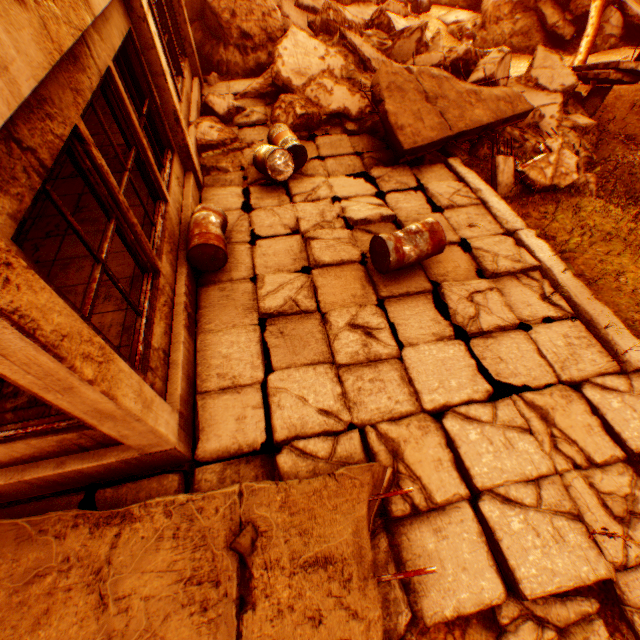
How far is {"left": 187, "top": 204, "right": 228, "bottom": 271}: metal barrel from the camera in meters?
4.4 m

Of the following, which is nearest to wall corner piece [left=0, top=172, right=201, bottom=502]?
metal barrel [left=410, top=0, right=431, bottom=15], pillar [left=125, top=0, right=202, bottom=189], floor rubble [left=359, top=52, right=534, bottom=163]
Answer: pillar [left=125, top=0, right=202, bottom=189]

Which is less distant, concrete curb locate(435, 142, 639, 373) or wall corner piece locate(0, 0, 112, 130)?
wall corner piece locate(0, 0, 112, 130)

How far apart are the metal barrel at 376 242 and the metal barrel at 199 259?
2.03m

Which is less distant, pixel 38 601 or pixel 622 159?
pixel 38 601

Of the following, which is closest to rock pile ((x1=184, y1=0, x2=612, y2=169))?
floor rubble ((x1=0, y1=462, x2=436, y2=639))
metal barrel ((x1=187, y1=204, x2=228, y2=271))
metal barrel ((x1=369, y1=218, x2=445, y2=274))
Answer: metal barrel ((x1=187, y1=204, x2=228, y2=271))

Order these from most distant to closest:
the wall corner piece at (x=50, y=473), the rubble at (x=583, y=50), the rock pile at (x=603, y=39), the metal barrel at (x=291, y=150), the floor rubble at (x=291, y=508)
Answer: Answer: the rock pile at (x=603, y=39) < the rubble at (x=583, y=50) < the metal barrel at (x=291, y=150) < the wall corner piece at (x=50, y=473) < the floor rubble at (x=291, y=508)

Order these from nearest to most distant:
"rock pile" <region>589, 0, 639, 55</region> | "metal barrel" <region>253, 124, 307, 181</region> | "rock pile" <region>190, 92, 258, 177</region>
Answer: "metal barrel" <region>253, 124, 307, 181</region> → "rock pile" <region>190, 92, 258, 177</region> → "rock pile" <region>589, 0, 639, 55</region>
